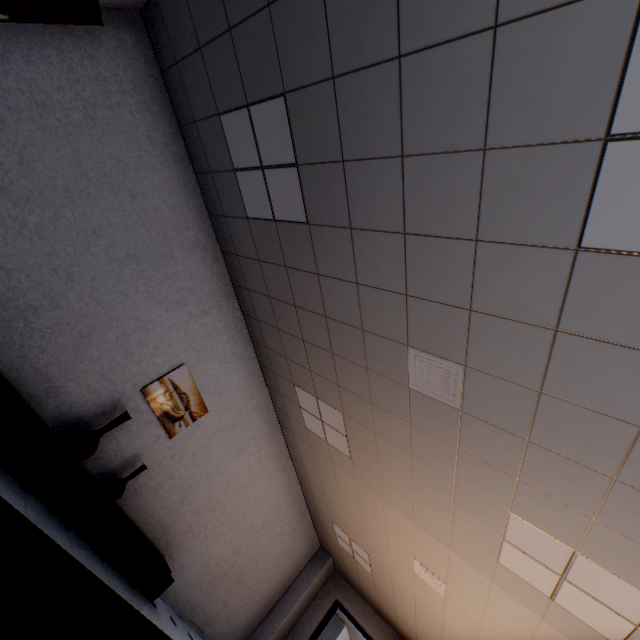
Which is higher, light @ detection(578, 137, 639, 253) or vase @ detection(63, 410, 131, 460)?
light @ detection(578, 137, 639, 253)

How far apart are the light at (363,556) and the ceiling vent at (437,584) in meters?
1.6 m

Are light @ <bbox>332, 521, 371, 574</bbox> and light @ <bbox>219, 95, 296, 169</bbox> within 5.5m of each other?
no

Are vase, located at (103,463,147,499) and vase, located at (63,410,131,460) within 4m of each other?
yes

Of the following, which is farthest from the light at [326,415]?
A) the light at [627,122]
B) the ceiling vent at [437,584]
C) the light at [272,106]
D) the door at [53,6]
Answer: the door at [53,6]

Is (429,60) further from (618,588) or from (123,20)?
(618,588)

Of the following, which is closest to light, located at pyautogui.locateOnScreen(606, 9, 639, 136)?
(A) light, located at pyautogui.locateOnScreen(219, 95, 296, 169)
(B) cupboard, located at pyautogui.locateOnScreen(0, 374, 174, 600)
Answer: (A) light, located at pyautogui.locateOnScreen(219, 95, 296, 169)

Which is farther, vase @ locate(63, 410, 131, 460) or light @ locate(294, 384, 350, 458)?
light @ locate(294, 384, 350, 458)
